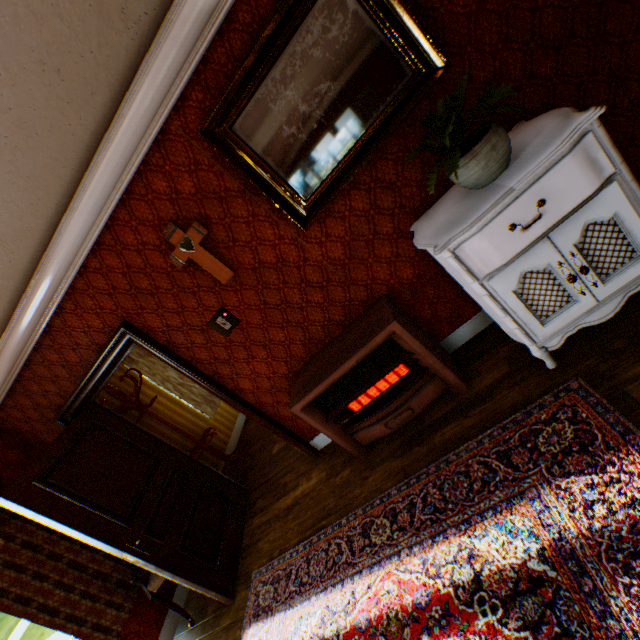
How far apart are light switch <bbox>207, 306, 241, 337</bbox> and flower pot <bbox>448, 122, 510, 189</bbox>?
2.0m

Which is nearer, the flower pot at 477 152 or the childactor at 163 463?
the flower pot at 477 152

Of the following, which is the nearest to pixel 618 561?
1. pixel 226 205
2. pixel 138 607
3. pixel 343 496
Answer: pixel 343 496

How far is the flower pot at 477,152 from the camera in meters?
1.7

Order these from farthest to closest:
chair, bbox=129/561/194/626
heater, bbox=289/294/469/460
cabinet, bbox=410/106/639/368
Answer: chair, bbox=129/561/194/626
heater, bbox=289/294/469/460
cabinet, bbox=410/106/639/368

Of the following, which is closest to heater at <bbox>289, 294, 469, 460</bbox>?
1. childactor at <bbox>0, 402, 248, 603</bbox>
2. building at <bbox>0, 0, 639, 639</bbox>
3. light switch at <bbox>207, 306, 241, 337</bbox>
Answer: building at <bbox>0, 0, 639, 639</bbox>

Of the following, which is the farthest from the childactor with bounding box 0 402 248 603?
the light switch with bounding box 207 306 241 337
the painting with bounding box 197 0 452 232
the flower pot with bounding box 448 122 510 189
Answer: the flower pot with bounding box 448 122 510 189

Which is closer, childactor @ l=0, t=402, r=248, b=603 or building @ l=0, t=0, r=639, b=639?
building @ l=0, t=0, r=639, b=639
